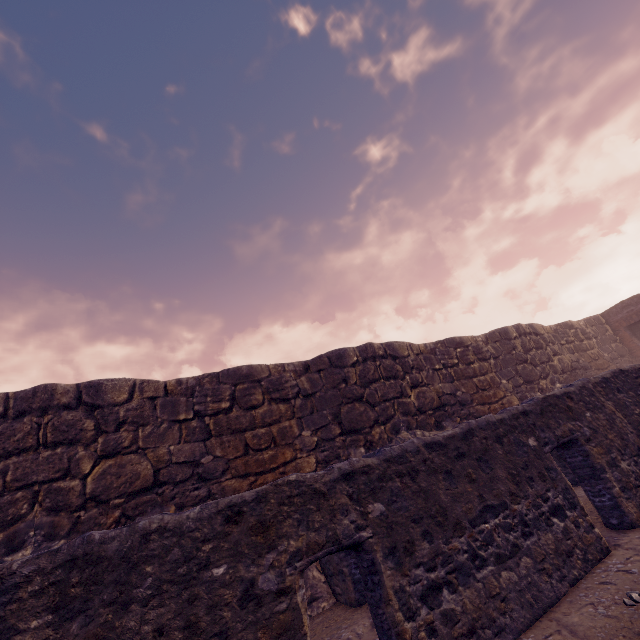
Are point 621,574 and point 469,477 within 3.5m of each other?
yes
